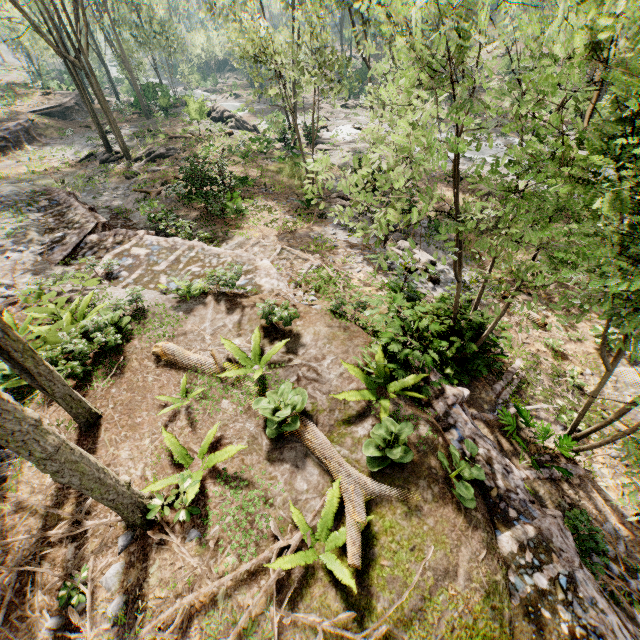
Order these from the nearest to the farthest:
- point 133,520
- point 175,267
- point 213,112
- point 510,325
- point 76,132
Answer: point 133,520 → point 510,325 → point 175,267 → point 76,132 → point 213,112

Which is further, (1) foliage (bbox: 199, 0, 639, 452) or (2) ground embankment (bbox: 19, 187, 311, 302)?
(2) ground embankment (bbox: 19, 187, 311, 302)

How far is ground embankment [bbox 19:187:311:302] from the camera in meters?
10.7

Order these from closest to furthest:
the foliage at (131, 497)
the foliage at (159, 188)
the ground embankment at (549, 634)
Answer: the foliage at (131, 497), the ground embankment at (549, 634), the foliage at (159, 188)

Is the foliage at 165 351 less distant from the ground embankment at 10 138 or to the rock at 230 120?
the rock at 230 120

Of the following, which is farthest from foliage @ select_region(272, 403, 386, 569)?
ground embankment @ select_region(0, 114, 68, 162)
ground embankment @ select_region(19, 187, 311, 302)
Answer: ground embankment @ select_region(0, 114, 68, 162)

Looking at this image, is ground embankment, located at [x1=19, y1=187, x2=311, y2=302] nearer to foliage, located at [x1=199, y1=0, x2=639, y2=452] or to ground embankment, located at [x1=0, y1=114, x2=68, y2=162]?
foliage, located at [x1=199, y1=0, x2=639, y2=452]

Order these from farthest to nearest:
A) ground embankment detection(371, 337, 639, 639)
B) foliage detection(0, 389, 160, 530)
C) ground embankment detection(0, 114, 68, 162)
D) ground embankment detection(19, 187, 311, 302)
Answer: ground embankment detection(0, 114, 68, 162)
ground embankment detection(19, 187, 311, 302)
ground embankment detection(371, 337, 639, 639)
foliage detection(0, 389, 160, 530)
